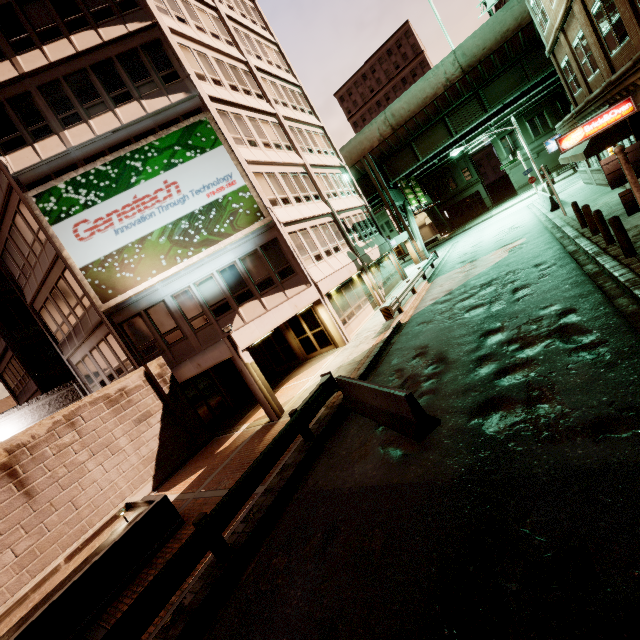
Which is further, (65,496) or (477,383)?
(65,496)

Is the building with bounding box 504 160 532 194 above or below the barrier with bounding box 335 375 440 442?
above

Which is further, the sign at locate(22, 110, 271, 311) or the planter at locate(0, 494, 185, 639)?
the sign at locate(22, 110, 271, 311)

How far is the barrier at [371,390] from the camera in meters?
6.7

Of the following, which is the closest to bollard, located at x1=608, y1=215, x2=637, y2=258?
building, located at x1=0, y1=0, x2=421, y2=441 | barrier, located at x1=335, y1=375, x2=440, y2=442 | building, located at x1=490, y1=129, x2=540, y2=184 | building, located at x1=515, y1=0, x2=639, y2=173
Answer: building, located at x1=515, y1=0, x2=639, y2=173

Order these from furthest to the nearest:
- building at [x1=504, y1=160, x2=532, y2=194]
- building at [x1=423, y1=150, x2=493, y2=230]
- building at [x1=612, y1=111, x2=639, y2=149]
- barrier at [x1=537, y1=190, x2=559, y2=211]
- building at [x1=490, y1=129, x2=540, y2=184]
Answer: building at [x1=423, y1=150, x2=493, y2=230]
building at [x1=504, y1=160, x2=532, y2=194]
building at [x1=490, y1=129, x2=540, y2=184]
barrier at [x1=537, y1=190, x2=559, y2=211]
building at [x1=612, y1=111, x2=639, y2=149]

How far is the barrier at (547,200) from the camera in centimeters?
2064cm

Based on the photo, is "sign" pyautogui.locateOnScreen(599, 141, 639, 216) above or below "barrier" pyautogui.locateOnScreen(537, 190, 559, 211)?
above
